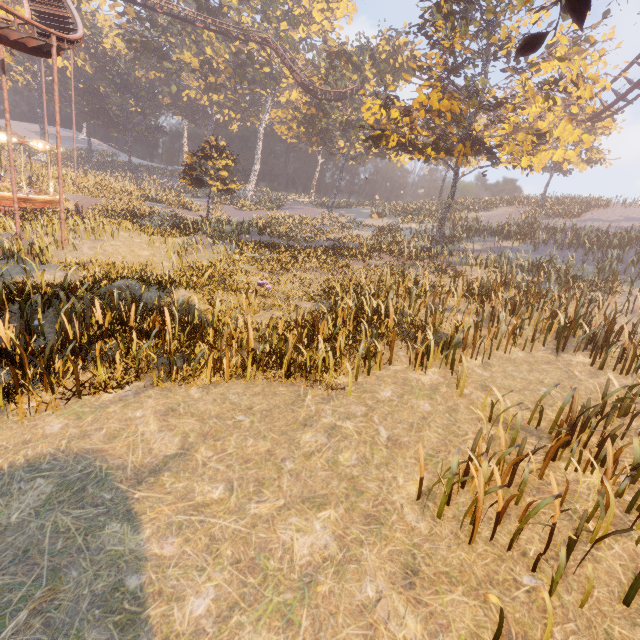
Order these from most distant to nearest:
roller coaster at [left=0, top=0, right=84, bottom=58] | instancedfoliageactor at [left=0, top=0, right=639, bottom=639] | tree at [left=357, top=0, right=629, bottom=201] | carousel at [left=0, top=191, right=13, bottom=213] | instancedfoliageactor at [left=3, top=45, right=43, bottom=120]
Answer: instancedfoliageactor at [left=3, top=45, right=43, bottom=120] < carousel at [left=0, top=191, right=13, bottom=213] < tree at [left=357, top=0, right=629, bottom=201] < roller coaster at [left=0, top=0, right=84, bottom=58] < instancedfoliageactor at [left=0, top=0, right=639, bottom=639]

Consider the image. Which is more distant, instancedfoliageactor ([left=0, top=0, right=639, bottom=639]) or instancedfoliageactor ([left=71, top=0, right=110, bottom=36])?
instancedfoliageactor ([left=71, top=0, right=110, bottom=36])

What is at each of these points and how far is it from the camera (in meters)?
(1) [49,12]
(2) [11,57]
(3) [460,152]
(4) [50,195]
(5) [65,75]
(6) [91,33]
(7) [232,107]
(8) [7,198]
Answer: (1) roller coaster, 17.78
(2) instancedfoliageactor, 44.88
(3) tree, 16.83
(4) carousel, 24.39
(5) instancedfoliageactor, 58.09
(6) instancedfoliageactor, 58.75
(7) instancedfoliageactor, 57.00
(8) carousel, 22.06

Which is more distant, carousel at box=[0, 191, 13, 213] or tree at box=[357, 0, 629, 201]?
carousel at box=[0, 191, 13, 213]

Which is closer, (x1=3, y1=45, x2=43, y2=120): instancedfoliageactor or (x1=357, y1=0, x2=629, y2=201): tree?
(x1=357, y1=0, x2=629, y2=201): tree

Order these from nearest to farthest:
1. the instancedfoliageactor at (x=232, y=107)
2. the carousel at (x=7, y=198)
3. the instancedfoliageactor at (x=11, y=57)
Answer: the instancedfoliageactor at (x=232, y=107)
the carousel at (x=7, y=198)
the instancedfoliageactor at (x=11, y=57)

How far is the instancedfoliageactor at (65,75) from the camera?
54.2 meters

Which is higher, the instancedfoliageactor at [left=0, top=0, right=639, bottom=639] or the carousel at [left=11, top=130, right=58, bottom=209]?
the instancedfoliageactor at [left=0, top=0, right=639, bottom=639]
